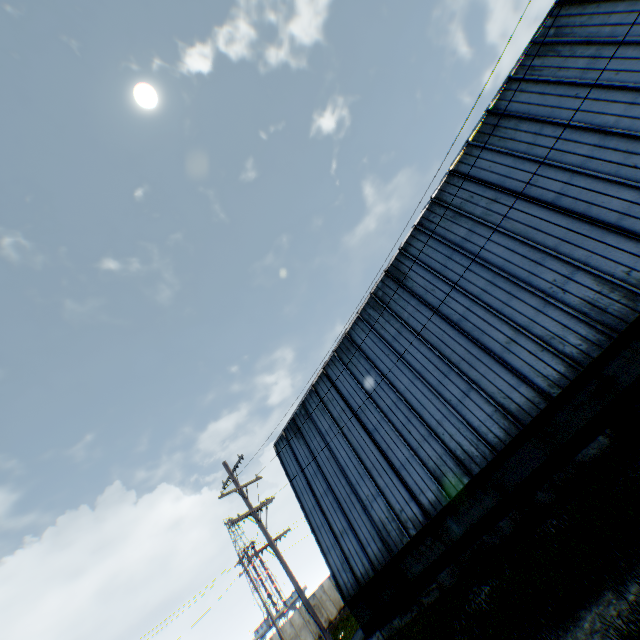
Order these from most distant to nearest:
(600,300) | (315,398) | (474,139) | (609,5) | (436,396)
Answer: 1. (315,398)
2. (474,139)
3. (436,396)
4. (609,5)
5. (600,300)
